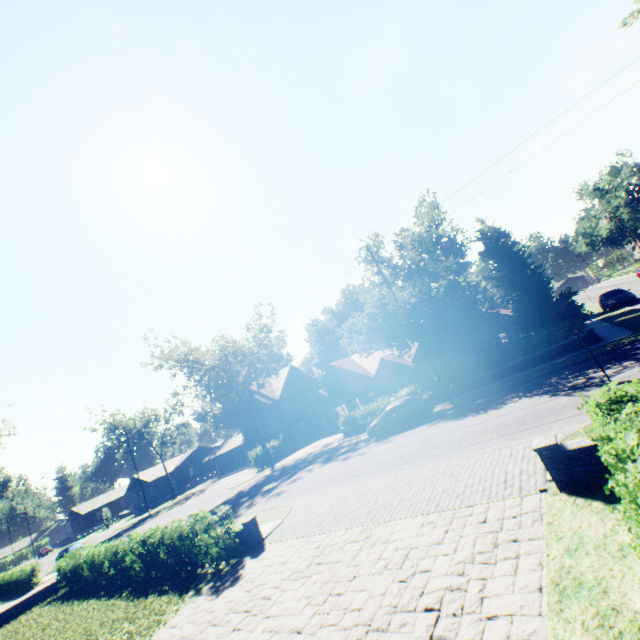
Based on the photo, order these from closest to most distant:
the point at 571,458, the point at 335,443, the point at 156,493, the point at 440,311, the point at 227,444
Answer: the point at 571,458 < the point at 440,311 < the point at 335,443 < the point at 227,444 < the point at 156,493

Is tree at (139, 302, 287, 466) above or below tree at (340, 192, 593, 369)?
above

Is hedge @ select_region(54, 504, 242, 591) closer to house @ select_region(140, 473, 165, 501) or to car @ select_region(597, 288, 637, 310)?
car @ select_region(597, 288, 637, 310)

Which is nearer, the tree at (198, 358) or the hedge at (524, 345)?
the hedge at (524, 345)

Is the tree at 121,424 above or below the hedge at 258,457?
above

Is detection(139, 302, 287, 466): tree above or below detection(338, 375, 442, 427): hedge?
above

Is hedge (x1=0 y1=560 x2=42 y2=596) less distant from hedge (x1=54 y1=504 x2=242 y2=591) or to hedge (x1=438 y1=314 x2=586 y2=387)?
hedge (x1=54 y1=504 x2=242 y2=591)

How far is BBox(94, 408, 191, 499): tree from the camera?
52.4 meters
